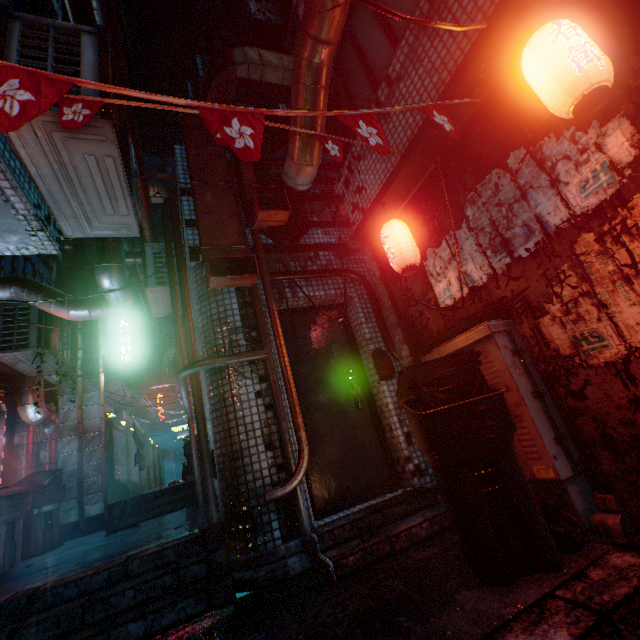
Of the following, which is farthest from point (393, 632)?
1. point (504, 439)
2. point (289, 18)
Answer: point (289, 18)

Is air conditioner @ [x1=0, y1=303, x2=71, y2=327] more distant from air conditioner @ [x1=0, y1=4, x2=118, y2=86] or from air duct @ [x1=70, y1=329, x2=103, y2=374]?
air conditioner @ [x1=0, y1=4, x2=118, y2=86]

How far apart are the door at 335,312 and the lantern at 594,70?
2.6 meters

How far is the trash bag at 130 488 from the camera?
7.4m

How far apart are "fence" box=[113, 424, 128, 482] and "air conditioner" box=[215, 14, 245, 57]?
7.69m

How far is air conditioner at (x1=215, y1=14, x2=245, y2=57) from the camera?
5.73m

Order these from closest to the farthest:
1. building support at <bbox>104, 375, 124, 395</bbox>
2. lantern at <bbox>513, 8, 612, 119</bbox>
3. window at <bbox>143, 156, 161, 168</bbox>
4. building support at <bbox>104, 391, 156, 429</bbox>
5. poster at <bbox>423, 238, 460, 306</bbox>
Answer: lantern at <bbox>513, 8, 612, 119</bbox>, poster at <bbox>423, 238, 460, 306</bbox>, building support at <bbox>104, 375, 124, 395</bbox>, building support at <bbox>104, 391, 156, 429</bbox>, window at <bbox>143, 156, 161, 168</bbox>

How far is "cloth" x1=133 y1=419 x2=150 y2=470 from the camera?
7.7m
